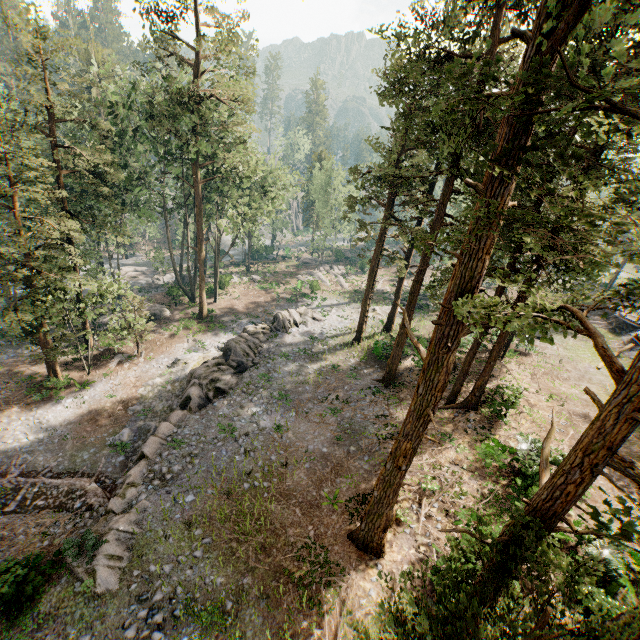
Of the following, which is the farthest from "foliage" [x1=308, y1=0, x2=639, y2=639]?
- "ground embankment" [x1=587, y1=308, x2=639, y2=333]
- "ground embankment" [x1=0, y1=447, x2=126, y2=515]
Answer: "ground embankment" [x1=587, y1=308, x2=639, y2=333]

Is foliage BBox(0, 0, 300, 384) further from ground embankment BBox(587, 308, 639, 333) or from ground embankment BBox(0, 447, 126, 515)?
ground embankment BBox(587, 308, 639, 333)

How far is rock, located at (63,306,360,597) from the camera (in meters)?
12.54

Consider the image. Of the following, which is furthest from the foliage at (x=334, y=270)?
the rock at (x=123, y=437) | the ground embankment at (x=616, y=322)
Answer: the ground embankment at (x=616, y=322)

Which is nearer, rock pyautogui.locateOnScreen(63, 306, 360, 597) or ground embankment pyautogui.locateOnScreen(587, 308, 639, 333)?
rock pyautogui.locateOnScreen(63, 306, 360, 597)

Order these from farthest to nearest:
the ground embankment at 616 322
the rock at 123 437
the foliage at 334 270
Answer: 1. the foliage at 334 270
2. the ground embankment at 616 322
3. the rock at 123 437

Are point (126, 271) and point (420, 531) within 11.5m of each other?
no

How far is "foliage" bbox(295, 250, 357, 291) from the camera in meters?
48.4
